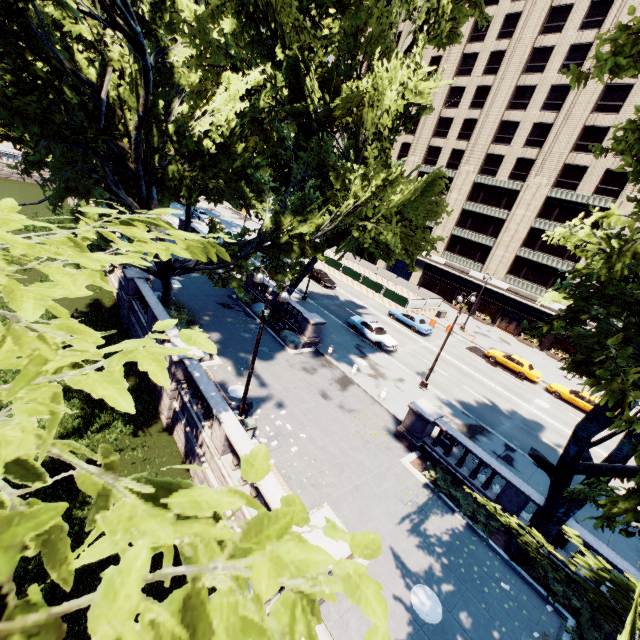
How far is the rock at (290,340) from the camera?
23.4 meters

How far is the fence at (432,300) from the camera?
38.5 meters

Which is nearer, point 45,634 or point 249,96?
point 45,634

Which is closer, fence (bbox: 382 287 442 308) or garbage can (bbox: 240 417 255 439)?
garbage can (bbox: 240 417 255 439)

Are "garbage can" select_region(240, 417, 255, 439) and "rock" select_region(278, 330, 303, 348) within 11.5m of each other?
yes

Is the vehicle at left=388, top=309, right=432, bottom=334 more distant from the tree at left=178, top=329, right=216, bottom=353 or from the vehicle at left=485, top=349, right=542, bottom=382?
the tree at left=178, top=329, right=216, bottom=353

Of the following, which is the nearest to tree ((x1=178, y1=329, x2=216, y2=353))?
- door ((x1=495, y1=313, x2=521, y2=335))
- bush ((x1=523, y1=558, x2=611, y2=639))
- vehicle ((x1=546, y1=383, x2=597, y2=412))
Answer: bush ((x1=523, y1=558, x2=611, y2=639))

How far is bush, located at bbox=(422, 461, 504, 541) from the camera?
13.50m
